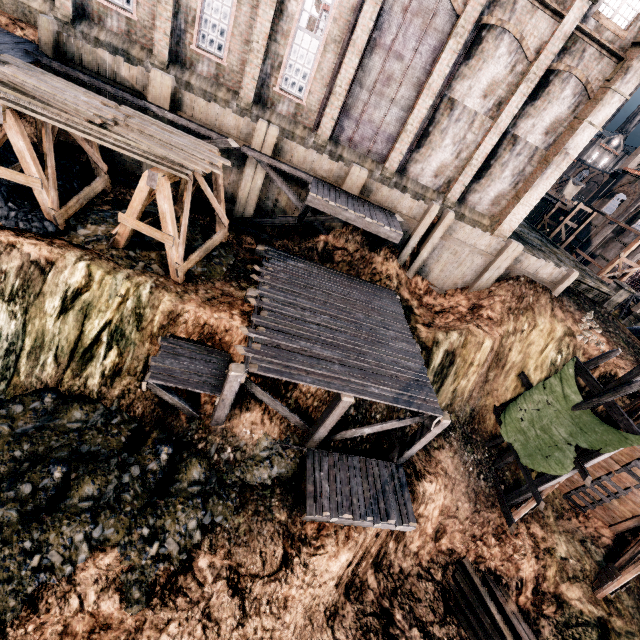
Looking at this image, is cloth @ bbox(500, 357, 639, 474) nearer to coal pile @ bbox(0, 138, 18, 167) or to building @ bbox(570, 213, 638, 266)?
building @ bbox(570, 213, 638, 266)

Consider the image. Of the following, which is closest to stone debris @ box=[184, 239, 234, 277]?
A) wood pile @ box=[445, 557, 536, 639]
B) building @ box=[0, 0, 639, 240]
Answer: building @ box=[0, 0, 639, 240]

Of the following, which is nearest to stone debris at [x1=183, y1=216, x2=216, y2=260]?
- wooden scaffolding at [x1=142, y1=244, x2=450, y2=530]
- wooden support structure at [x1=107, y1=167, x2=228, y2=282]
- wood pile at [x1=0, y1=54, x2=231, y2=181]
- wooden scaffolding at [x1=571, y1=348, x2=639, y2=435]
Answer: wooden support structure at [x1=107, y1=167, x2=228, y2=282]

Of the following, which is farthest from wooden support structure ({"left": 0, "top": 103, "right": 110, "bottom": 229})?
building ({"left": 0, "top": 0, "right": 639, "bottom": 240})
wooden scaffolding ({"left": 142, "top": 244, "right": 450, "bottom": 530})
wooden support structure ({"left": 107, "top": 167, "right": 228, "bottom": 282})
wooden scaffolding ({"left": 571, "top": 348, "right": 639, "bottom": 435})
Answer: wooden scaffolding ({"left": 571, "top": 348, "right": 639, "bottom": 435})

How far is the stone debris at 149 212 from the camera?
14.41m

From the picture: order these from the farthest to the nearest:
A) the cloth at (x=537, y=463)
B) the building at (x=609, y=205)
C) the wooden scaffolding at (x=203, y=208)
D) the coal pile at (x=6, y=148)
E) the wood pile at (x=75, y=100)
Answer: the building at (x=609, y=205) → the wooden scaffolding at (x=203, y=208) → the cloth at (x=537, y=463) → the coal pile at (x=6, y=148) → the wood pile at (x=75, y=100)

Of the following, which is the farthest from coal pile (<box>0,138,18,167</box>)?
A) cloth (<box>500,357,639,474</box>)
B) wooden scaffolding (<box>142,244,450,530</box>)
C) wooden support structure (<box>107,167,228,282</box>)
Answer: cloth (<box>500,357,639,474</box>)

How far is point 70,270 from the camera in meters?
11.0
